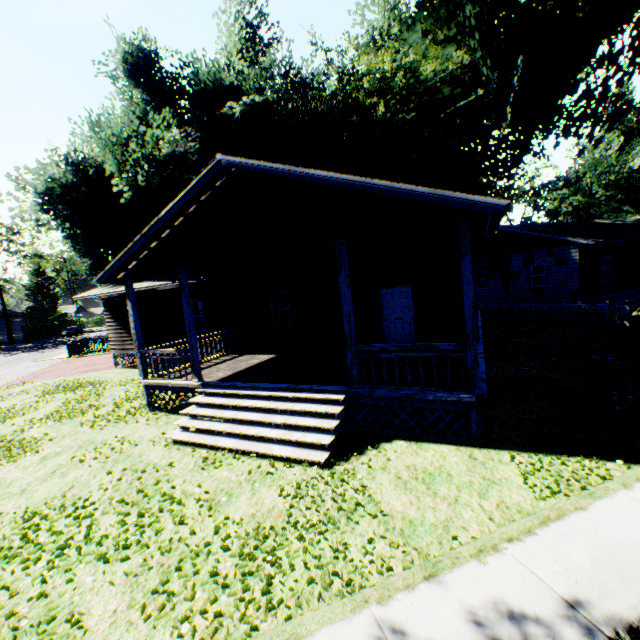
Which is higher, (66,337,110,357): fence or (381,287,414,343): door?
(381,287,414,343): door

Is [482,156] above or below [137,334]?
above

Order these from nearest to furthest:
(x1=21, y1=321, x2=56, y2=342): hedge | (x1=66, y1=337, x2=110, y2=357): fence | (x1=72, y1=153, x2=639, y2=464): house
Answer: (x1=72, y1=153, x2=639, y2=464): house → (x1=66, y1=337, x2=110, y2=357): fence → (x1=21, y1=321, x2=56, y2=342): hedge

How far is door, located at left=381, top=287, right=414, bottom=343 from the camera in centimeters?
1153cm

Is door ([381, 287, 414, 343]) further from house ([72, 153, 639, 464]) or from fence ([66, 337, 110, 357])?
fence ([66, 337, 110, 357])

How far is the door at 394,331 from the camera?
11.5 meters

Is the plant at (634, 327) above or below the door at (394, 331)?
below

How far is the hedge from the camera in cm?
5216
